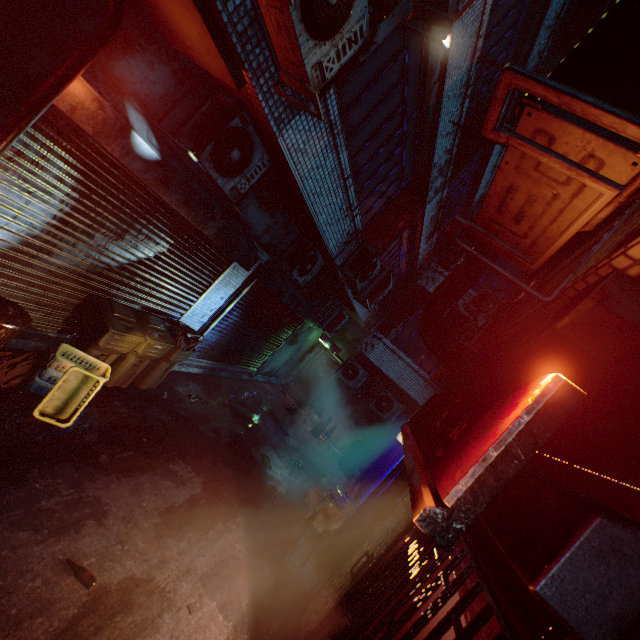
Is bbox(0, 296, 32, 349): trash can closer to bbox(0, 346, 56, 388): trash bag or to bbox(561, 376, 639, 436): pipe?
bbox(0, 346, 56, 388): trash bag

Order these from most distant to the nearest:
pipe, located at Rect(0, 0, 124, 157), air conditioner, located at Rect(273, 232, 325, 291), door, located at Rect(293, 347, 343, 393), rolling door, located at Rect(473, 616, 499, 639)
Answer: door, located at Rect(293, 347, 343, 393) → air conditioner, located at Rect(273, 232, 325, 291) → pipe, located at Rect(0, 0, 124, 157) → rolling door, located at Rect(473, 616, 499, 639)

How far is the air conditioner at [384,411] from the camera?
9.51m

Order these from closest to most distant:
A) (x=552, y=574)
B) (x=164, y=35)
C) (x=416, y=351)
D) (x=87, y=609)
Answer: (x=552, y=574) < (x=87, y=609) < (x=164, y=35) < (x=416, y=351)

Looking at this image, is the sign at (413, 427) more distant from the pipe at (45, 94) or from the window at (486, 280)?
the window at (486, 280)

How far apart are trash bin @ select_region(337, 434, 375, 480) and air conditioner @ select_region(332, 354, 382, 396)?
0.75m

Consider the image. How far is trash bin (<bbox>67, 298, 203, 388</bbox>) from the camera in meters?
3.9

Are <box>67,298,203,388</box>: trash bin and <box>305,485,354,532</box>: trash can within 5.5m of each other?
yes
